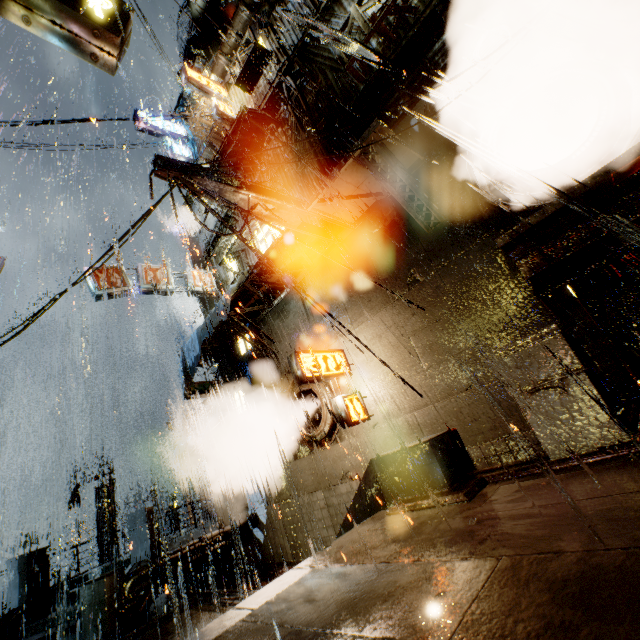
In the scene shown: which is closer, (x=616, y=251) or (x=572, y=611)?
(x=572, y=611)

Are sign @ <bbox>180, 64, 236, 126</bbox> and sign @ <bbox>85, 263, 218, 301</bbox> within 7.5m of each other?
yes

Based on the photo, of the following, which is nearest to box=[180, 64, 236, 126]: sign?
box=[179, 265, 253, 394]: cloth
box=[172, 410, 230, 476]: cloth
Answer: box=[179, 265, 253, 394]: cloth

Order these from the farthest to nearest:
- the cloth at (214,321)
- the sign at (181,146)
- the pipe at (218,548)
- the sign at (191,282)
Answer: the sign at (181,146)
the sign at (191,282)
the cloth at (214,321)
the pipe at (218,548)

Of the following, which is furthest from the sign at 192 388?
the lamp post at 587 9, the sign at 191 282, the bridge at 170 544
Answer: the lamp post at 587 9

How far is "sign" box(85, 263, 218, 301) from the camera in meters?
13.4

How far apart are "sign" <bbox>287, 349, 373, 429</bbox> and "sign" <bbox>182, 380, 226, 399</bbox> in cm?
682

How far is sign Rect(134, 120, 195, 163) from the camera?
18.6 meters
